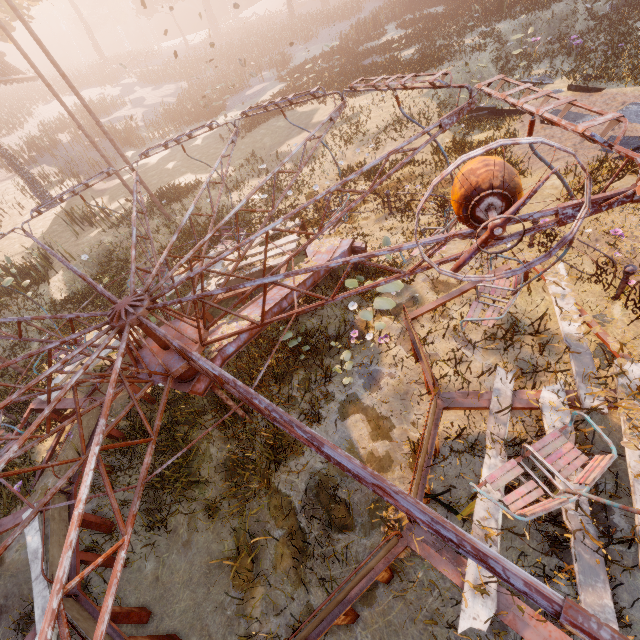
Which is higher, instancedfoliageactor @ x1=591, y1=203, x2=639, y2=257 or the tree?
the tree

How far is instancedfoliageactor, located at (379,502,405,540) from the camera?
4.27m

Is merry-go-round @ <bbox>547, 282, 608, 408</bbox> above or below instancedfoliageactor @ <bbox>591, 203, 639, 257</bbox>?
above

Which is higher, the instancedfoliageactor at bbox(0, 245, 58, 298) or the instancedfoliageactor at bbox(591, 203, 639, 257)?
the instancedfoliageactor at bbox(0, 245, 58, 298)

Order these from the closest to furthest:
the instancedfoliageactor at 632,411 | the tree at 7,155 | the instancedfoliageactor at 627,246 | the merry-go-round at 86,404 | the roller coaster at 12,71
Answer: the merry-go-round at 86,404
the instancedfoliageactor at 632,411
the instancedfoliageactor at 627,246
the tree at 7,155
the roller coaster at 12,71

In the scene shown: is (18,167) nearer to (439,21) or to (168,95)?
(168,95)

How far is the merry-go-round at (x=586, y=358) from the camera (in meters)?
4.12

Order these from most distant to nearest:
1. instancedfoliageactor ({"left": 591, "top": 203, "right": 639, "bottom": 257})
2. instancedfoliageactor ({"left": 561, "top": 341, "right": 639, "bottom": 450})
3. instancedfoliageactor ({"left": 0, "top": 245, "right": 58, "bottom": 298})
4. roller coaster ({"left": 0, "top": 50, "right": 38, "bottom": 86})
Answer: roller coaster ({"left": 0, "top": 50, "right": 38, "bottom": 86}), instancedfoliageactor ({"left": 0, "top": 245, "right": 58, "bottom": 298}), instancedfoliageactor ({"left": 591, "top": 203, "right": 639, "bottom": 257}), instancedfoliageactor ({"left": 561, "top": 341, "right": 639, "bottom": 450})
